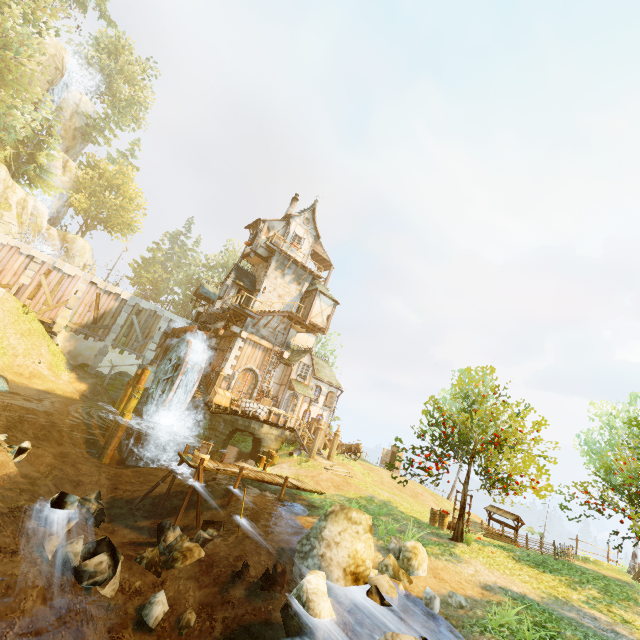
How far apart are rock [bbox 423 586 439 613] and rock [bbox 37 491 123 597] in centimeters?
756cm

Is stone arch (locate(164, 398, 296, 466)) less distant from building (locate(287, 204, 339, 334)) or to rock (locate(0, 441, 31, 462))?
building (locate(287, 204, 339, 334))

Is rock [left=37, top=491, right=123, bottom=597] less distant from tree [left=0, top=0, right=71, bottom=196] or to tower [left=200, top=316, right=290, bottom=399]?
tree [left=0, top=0, right=71, bottom=196]

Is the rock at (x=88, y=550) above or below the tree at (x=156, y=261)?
below

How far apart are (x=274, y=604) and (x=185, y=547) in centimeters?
292cm

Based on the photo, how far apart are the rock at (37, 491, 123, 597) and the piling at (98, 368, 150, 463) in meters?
13.8 m

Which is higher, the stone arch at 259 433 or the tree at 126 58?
the tree at 126 58

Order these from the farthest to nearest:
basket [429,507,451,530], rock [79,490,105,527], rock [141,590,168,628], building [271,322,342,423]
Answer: building [271,322,342,423], basket [429,507,451,530], rock [79,490,105,527], rock [141,590,168,628]
